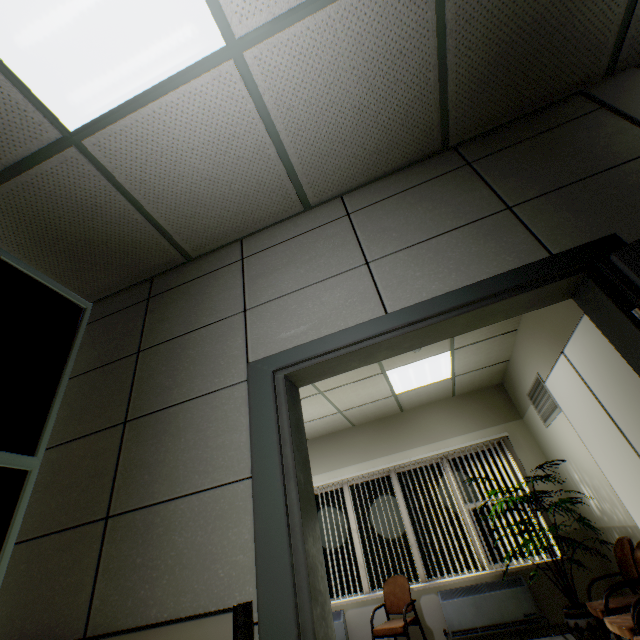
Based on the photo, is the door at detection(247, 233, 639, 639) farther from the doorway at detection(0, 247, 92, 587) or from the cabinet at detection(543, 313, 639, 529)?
the doorway at detection(0, 247, 92, 587)

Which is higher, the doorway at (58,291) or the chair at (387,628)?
the doorway at (58,291)

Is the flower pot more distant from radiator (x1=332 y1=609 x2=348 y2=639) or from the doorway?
the doorway

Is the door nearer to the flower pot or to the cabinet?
the cabinet

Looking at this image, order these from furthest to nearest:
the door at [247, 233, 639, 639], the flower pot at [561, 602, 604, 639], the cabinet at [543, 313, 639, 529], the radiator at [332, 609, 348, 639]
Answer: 1. the radiator at [332, 609, 348, 639]
2. the flower pot at [561, 602, 604, 639]
3. the cabinet at [543, 313, 639, 529]
4. the door at [247, 233, 639, 639]

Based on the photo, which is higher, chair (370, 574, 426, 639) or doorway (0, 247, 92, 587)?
doorway (0, 247, 92, 587)

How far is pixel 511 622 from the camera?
4.2m

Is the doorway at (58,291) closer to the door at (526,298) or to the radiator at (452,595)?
the door at (526,298)
